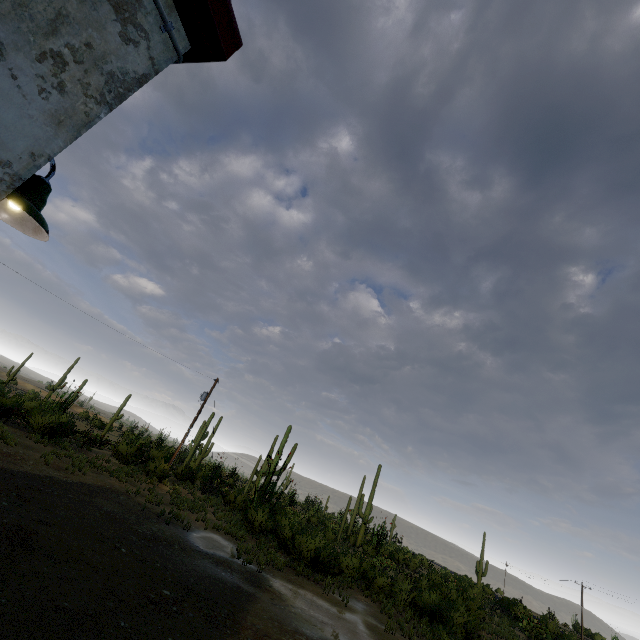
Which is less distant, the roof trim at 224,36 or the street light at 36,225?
the roof trim at 224,36

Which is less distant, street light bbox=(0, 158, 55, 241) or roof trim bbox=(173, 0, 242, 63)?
roof trim bbox=(173, 0, 242, 63)

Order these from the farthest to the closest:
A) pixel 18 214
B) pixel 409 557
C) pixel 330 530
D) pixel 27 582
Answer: pixel 409 557 < pixel 330 530 < pixel 27 582 < pixel 18 214

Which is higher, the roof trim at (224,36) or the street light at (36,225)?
the roof trim at (224,36)

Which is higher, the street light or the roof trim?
the roof trim
